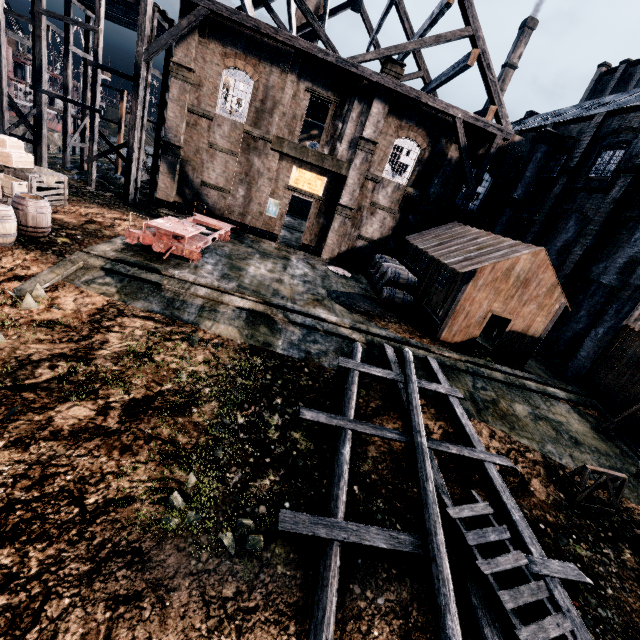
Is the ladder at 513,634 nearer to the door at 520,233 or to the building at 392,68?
the door at 520,233

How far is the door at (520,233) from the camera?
24.28m

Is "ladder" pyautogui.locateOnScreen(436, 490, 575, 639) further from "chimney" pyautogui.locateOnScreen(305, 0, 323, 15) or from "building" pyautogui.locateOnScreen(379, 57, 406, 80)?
"chimney" pyautogui.locateOnScreen(305, 0, 323, 15)

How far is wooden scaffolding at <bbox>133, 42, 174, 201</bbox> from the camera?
20.3 meters

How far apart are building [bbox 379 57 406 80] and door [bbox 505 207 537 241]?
13.47m

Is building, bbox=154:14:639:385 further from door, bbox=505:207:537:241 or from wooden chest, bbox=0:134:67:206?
door, bbox=505:207:537:241

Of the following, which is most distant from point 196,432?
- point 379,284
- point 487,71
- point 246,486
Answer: point 487,71

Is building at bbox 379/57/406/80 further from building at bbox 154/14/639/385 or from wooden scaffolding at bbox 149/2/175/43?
building at bbox 154/14/639/385
